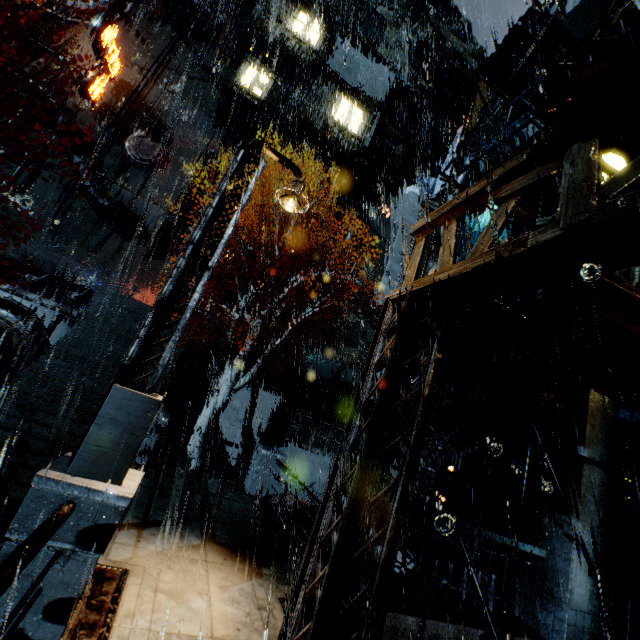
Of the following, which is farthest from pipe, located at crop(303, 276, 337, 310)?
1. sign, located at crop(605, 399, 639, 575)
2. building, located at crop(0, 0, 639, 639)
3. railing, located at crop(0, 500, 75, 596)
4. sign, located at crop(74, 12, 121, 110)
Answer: railing, located at crop(0, 500, 75, 596)

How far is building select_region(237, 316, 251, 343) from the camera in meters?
18.5

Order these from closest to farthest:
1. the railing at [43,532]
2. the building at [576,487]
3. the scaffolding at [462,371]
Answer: the railing at [43,532]
the scaffolding at [462,371]
the building at [576,487]

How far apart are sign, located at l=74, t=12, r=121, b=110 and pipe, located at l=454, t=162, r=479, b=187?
25.53m

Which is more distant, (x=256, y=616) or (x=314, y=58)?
(x=314, y=58)

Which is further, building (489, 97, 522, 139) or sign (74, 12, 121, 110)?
Answer: sign (74, 12, 121, 110)

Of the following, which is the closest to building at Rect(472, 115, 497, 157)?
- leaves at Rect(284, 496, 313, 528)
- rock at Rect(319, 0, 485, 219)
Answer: leaves at Rect(284, 496, 313, 528)

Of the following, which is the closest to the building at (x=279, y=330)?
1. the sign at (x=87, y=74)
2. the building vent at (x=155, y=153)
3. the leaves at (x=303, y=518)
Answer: the building vent at (x=155, y=153)
